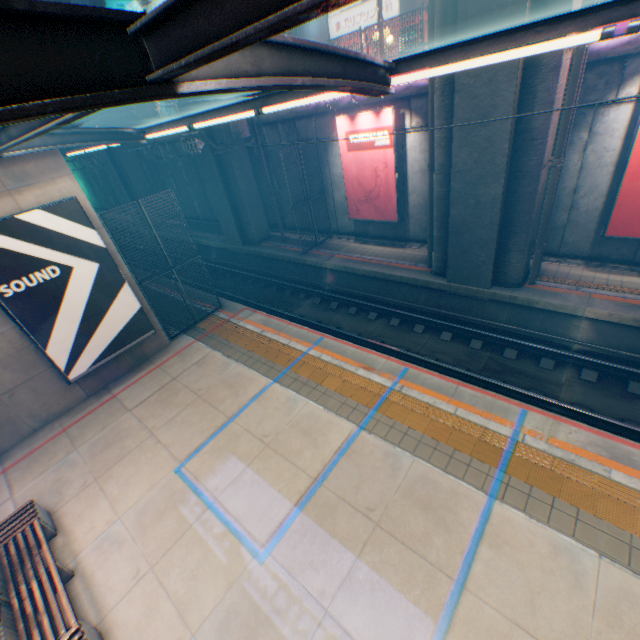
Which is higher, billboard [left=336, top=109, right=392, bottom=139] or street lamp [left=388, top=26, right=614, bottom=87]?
street lamp [left=388, top=26, right=614, bottom=87]

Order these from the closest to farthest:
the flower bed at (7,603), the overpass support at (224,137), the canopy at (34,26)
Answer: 1. the canopy at (34,26)
2. the flower bed at (7,603)
3. the overpass support at (224,137)

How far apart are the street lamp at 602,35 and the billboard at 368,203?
9.2 meters

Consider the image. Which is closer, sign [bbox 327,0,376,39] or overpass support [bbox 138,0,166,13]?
Answer: overpass support [bbox 138,0,166,13]

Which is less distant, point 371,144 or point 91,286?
point 91,286

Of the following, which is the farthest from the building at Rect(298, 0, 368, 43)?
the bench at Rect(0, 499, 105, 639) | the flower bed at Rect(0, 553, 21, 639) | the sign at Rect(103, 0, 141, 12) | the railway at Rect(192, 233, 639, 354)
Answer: the flower bed at Rect(0, 553, 21, 639)

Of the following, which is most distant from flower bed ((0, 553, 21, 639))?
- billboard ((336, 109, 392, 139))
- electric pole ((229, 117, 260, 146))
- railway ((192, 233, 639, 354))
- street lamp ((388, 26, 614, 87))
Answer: billboard ((336, 109, 392, 139))

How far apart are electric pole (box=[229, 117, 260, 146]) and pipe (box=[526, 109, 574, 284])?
11.77m
